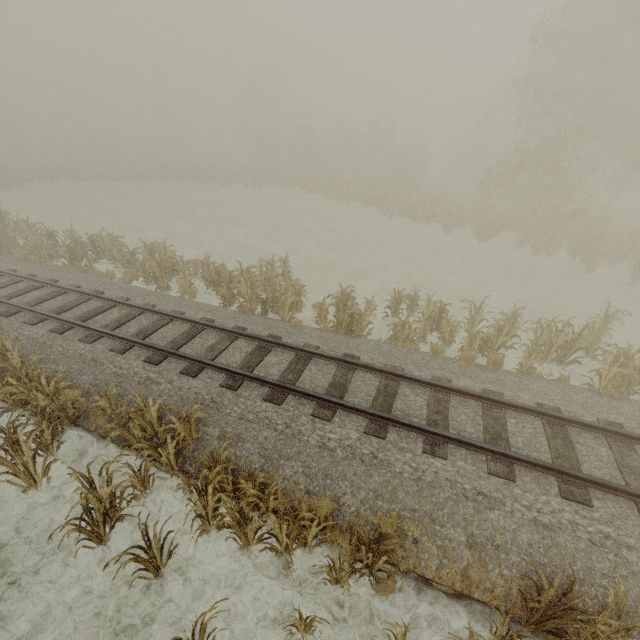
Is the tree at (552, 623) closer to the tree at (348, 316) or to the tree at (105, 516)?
the tree at (105, 516)

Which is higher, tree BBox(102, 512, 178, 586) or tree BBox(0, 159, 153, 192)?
tree BBox(0, 159, 153, 192)

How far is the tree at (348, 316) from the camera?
10.6 meters

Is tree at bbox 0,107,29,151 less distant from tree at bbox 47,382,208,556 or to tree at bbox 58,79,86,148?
tree at bbox 58,79,86,148

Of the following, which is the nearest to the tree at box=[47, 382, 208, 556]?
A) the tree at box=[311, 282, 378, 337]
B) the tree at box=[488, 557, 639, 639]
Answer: the tree at box=[488, 557, 639, 639]

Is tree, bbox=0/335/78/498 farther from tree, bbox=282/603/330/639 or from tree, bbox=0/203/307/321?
tree, bbox=0/203/307/321

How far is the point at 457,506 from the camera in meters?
5.7
